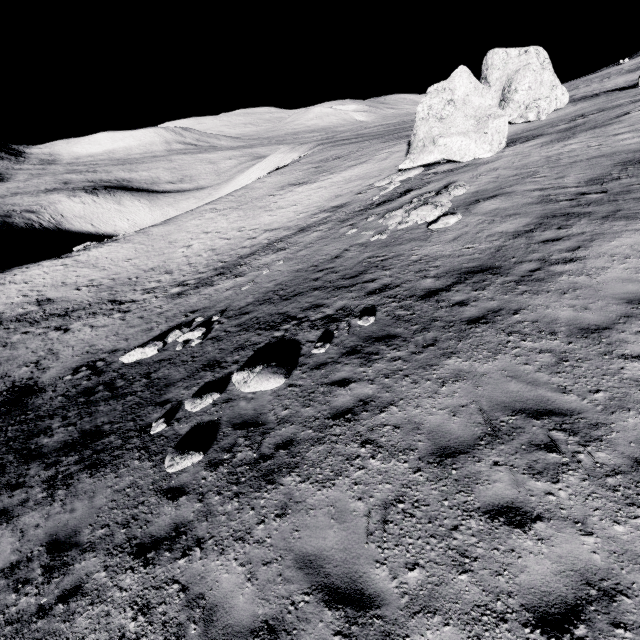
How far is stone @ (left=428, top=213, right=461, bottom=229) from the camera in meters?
13.6 m

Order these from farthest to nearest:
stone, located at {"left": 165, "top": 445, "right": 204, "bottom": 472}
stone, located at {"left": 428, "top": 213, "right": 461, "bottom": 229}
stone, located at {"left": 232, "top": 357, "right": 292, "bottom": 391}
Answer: stone, located at {"left": 428, "top": 213, "right": 461, "bottom": 229}, stone, located at {"left": 232, "top": 357, "right": 292, "bottom": 391}, stone, located at {"left": 165, "top": 445, "right": 204, "bottom": 472}

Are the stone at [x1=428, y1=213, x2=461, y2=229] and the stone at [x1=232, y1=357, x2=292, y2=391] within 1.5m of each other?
no

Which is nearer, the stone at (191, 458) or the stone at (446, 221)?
the stone at (191, 458)

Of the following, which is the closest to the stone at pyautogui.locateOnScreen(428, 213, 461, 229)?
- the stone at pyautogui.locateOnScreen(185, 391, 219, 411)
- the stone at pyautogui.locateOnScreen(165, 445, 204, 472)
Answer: the stone at pyautogui.locateOnScreen(185, 391, 219, 411)

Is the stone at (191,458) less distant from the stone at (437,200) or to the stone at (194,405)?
the stone at (194,405)

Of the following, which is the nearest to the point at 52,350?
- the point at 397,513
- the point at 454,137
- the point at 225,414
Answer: the point at 225,414

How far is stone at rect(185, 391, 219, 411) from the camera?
8.9m
